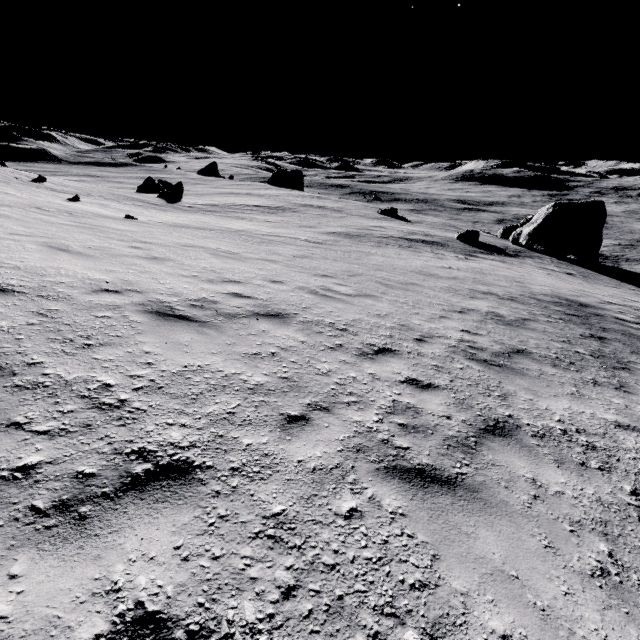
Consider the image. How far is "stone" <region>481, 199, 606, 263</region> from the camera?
32.7m

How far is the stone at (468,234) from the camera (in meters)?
32.59

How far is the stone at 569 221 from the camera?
32.7m

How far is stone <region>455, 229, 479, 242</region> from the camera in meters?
32.6 m

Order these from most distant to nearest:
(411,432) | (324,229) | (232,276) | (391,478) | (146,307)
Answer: (324,229) → (232,276) → (146,307) → (411,432) → (391,478)
